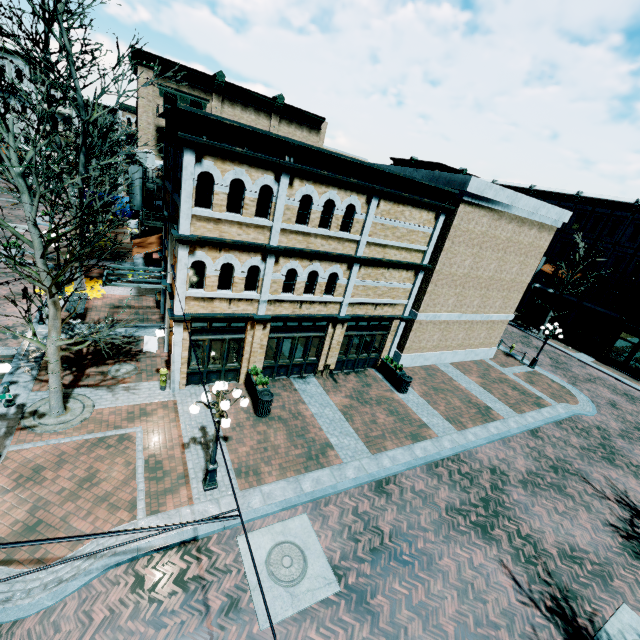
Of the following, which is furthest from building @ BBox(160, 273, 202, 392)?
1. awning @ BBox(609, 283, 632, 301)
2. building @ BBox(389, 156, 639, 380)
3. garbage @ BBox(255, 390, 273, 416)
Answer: awning @ BBox(609, 283, 632, 301)

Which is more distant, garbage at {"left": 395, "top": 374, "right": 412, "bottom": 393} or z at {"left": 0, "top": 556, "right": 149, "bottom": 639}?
garbage at {"left": 395, "top": 374, "right": 412, "bottom": 393}

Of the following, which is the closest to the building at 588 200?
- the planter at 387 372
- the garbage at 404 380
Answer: the garbage at 404 380

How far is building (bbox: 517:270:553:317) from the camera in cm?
3578

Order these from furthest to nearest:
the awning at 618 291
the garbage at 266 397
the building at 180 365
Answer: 1. the awning at 618 291
2. the garbage at 266 397
3. the building at 180 365

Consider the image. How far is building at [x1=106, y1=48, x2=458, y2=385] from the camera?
10.2 meters

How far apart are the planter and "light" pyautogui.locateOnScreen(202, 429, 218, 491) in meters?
9.7 m

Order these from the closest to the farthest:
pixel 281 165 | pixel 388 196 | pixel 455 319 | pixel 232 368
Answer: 1. pixel 281 165
2. pixel 388 196
3. pixel 232 368
4. pixel 455 319
